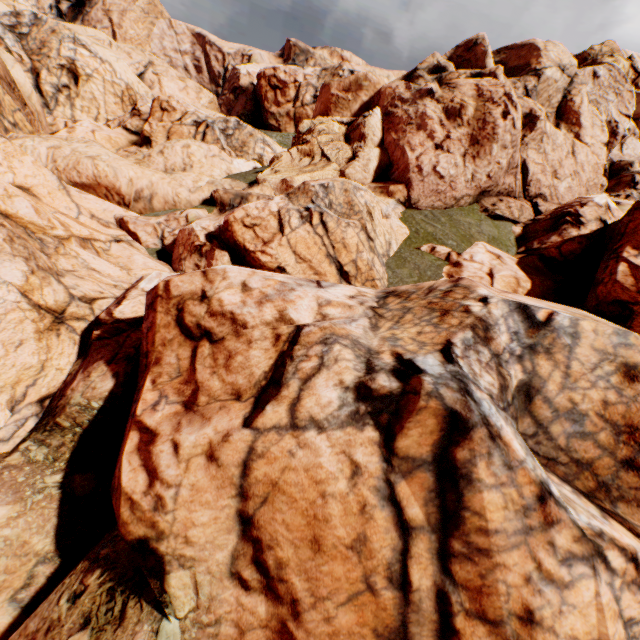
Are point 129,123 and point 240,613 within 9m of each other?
no
